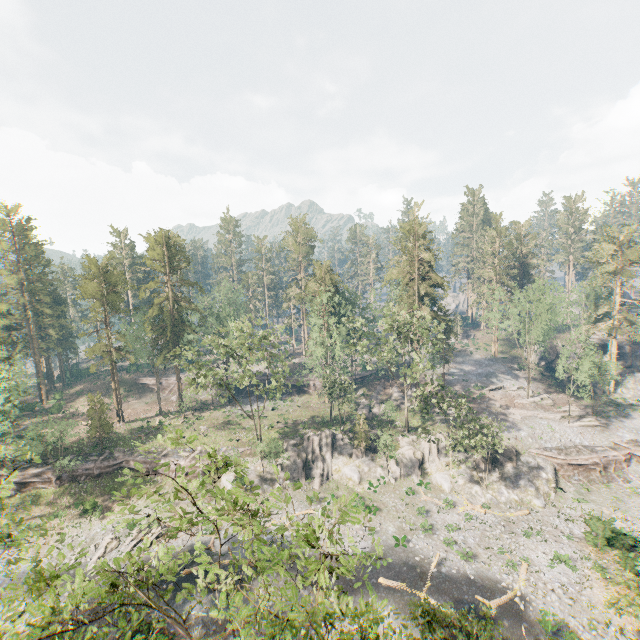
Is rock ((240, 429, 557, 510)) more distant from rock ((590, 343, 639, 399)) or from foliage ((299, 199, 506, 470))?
rock ((590, 343, 639, 399))

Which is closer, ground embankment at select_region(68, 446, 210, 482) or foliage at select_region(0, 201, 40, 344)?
ground embankment at select_region(68, 446, 210, 482)

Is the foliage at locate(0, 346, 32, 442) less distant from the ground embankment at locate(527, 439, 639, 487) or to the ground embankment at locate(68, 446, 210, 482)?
the ground embankment at locate(68, 446, 210, 482)

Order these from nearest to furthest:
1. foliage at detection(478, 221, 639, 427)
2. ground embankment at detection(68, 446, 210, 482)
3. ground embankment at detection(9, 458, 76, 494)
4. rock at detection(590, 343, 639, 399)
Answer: ground embankment at detection(9, 458, 76, 494), ground embankment at detection(68, 446, 210, 482), foliage at detection(478, 221, 639, 427), rock at detection(590, 343, 639, 399)

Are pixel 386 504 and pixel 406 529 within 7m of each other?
yes

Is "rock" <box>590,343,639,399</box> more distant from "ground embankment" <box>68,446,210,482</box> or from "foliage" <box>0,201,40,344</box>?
"ground embankment" <box>68,446,210,482</box>

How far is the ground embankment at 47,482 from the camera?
41.31m

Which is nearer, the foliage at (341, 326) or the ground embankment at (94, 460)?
the foliage at (341, 326)
